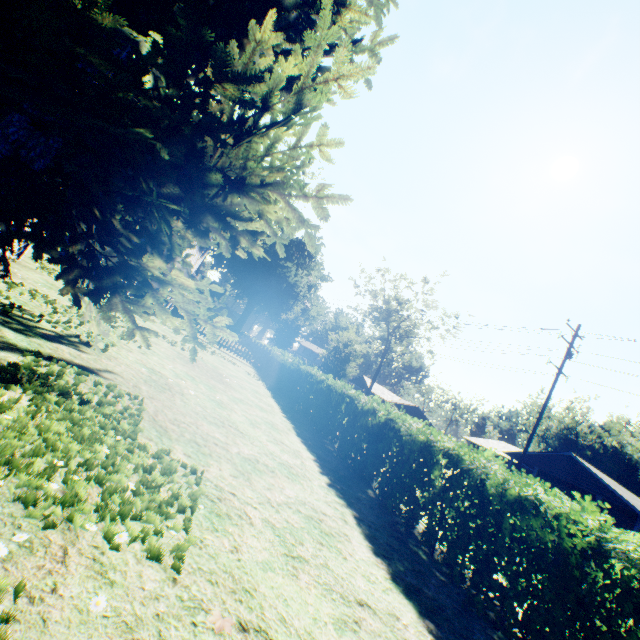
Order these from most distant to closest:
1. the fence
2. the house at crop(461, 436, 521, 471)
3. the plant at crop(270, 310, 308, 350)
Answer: the plant at crop(270, 310, 308, 350), the house at crop(461, 436, 521, 471), the fence

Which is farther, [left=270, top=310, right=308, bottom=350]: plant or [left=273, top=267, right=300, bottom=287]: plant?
[left=273, top=267, right=300, bottom=287]: plant

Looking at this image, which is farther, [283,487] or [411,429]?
[411,429]

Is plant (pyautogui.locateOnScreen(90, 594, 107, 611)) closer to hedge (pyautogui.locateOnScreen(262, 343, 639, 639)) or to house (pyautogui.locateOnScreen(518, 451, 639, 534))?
hedge (pyautogui.locateOnScreen(262, 343, 639, 639))

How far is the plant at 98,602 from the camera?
1.55m

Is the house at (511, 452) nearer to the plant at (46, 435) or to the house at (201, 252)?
the plant at (46, 435)
